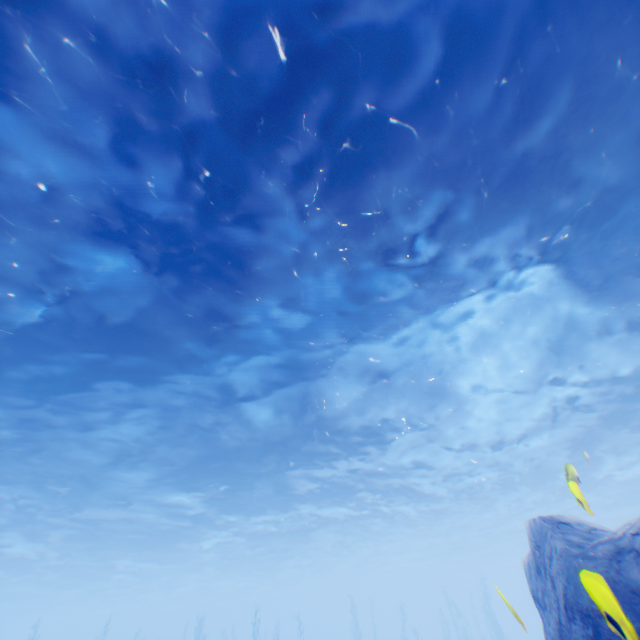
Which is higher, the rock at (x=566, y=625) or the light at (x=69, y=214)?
the light at (x=69, y=214)

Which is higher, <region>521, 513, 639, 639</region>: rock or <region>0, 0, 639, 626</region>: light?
<region>0, 0, 639, 626</region>: light

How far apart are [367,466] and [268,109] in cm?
1941

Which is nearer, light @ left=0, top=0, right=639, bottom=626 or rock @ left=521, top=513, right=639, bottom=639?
rock @ left=521, top=513, right=639, bottom=639

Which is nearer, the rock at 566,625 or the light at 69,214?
the rock at 566,625
